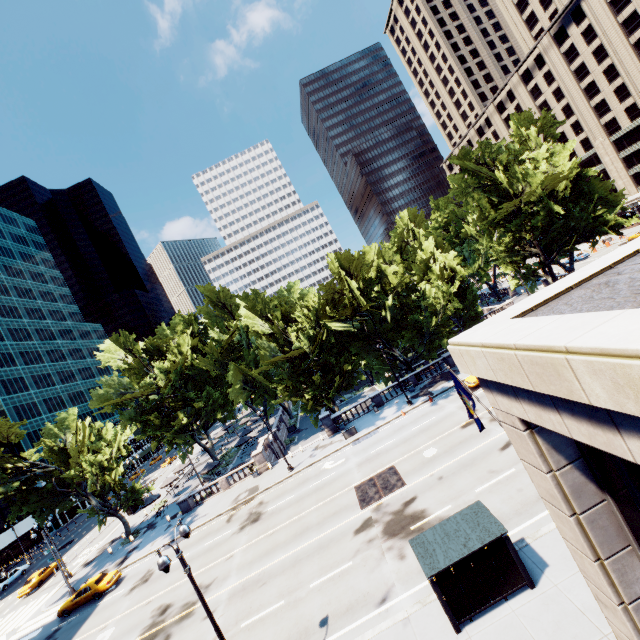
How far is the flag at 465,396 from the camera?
10.5 meters

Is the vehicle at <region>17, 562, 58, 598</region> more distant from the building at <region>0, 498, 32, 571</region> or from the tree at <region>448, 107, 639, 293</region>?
the building at <region>0, 498, 32, 571</region>

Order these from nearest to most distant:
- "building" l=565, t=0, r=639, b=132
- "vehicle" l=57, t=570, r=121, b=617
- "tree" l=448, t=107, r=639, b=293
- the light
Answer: the light → "vehicle" l=57, t=570, r=121, b=617 → "tree" l=448, t=107, r=639, b=293 → "building" l=565, t=0, r=639, b=132

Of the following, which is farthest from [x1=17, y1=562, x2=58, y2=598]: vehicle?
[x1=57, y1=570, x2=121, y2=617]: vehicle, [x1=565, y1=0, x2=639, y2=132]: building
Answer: [x1=565, y1=0, x2=639, y2=132]: building

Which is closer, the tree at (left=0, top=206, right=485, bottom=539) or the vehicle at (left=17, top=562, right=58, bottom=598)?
the tree at (left=0, top=206, right=485, bottom=539)

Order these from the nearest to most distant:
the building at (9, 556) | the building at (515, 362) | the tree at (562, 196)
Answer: the building at (515, 362) → the tree at (562, 196) → the building at (9, 556)

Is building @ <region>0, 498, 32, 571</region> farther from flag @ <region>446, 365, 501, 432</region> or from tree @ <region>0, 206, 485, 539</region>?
flag @ <region>446, 365, 501, 432</region>

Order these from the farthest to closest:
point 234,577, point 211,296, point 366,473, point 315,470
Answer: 1. point 211,296
2. point 315,470
3. point 366,473
4. point 234,577
